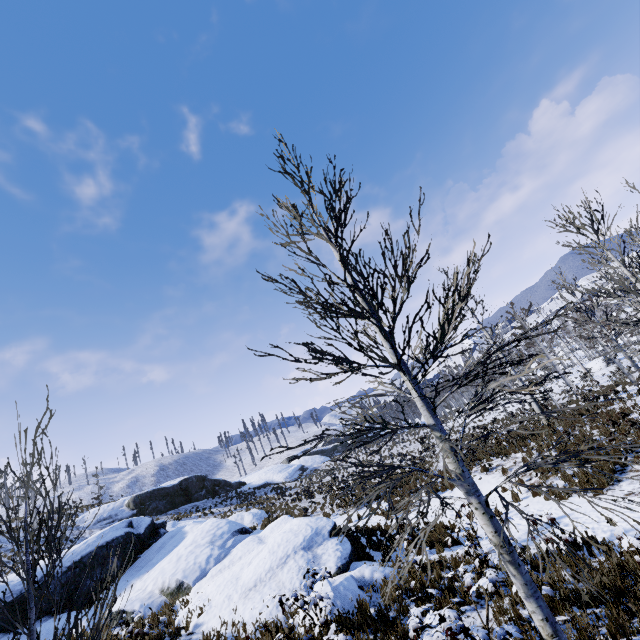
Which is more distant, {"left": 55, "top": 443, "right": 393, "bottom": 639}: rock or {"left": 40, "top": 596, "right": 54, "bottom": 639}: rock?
{"left": 40, "top": 596, "right": 54, "bottom": 639}: rock

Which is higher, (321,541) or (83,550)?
(83,550)

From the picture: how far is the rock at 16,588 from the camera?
12.6m

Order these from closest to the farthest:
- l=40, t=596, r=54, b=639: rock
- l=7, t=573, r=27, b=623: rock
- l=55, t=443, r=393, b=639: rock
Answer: l=55, t=443, r=393, b=639: rock < l=40, t=596, r=54, b=639: rock < l=7, t=573, r=27, b=623: rock

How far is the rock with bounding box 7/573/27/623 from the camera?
12.6 meters

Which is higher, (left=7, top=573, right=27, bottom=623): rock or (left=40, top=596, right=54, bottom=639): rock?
(left=7, top=573, right=27, bottom=623): rock

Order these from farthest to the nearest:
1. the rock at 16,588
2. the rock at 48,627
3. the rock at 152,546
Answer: the rock at 16,588 < the rock at 48,627 < the rock at 152,546
